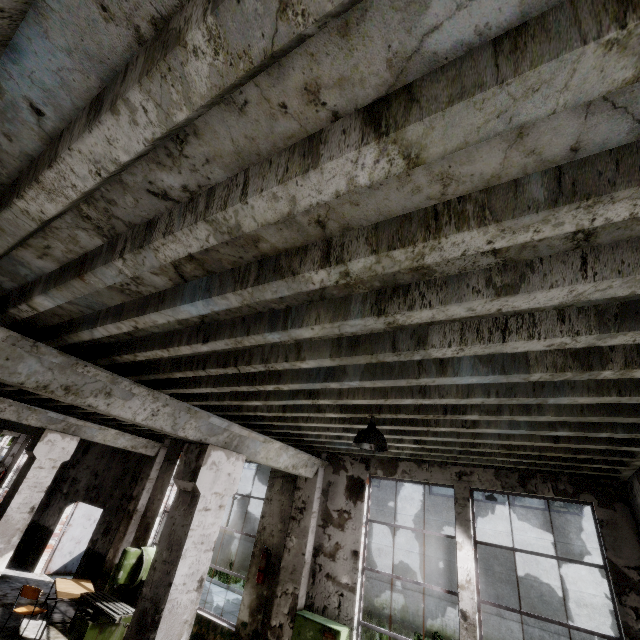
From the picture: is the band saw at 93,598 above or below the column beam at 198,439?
below

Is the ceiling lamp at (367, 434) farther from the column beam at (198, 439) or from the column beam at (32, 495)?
the column beam at (32, 495)

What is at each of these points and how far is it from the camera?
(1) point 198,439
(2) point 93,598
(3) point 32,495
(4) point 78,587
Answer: (1) column beam, 4.8m
(2) band saw, 6.5m
(3) column beam, 7.5m
(4) table, 7.8m

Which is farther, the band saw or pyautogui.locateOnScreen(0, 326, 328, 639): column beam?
the band saw

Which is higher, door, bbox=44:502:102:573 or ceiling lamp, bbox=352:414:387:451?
ceiling lamp, bbox=352:414:387:451

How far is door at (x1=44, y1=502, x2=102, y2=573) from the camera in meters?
11.1

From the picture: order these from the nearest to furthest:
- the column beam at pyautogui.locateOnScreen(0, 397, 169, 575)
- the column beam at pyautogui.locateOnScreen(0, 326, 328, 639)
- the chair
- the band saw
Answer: the column beam at pyautogui.locateOnScreen(0, 326, 328, 639)
the band saw
the chair
the column beam at pyautogui.locateOnScreen(0, 397, 169, 575)

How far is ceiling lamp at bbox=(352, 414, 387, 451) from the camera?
3.71m
